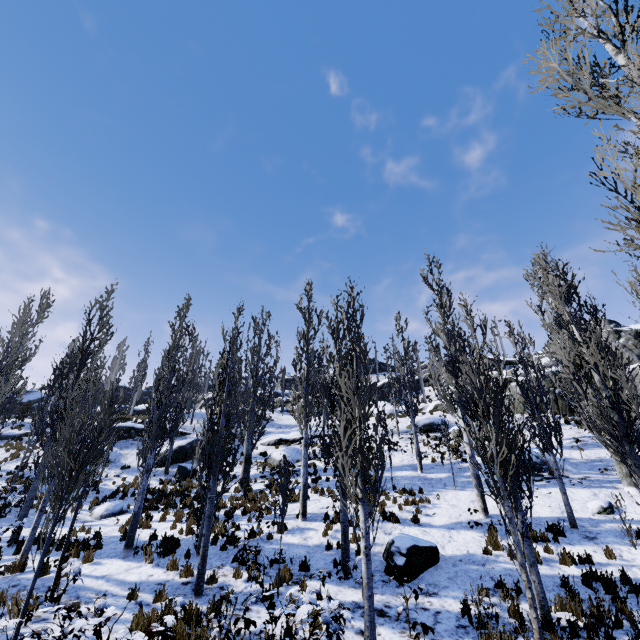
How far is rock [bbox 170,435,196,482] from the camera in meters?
20.4 m

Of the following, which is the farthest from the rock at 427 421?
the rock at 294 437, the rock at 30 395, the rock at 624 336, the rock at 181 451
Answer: the rock at 30 395

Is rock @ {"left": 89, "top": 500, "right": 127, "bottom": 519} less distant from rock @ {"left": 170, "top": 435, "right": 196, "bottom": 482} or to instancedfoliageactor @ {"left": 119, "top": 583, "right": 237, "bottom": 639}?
instancedfoliageactor @ {"left": 119, "top": 583, "right": 237, "bottom": 639}

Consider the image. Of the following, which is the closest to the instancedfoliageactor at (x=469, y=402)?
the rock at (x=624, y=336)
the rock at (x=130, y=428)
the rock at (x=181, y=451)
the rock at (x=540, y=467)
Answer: the rock at (x=130, y=428)

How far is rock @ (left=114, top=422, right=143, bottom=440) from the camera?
26.0m

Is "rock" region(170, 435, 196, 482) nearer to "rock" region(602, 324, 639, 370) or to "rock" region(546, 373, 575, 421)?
"rock" region(546, 373, 575, 421)

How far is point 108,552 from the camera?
10.3 meters

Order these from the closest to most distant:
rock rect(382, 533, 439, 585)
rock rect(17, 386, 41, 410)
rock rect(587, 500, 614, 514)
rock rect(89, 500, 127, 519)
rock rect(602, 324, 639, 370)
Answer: rock rect(382, 533, 439, 585)
rock rect(587, 500, 614, 514)
rock rect(89, 500, 127, 519)
rock rect(17, 386, 41, 410)
rock rect(602, 324, 639, 370)
